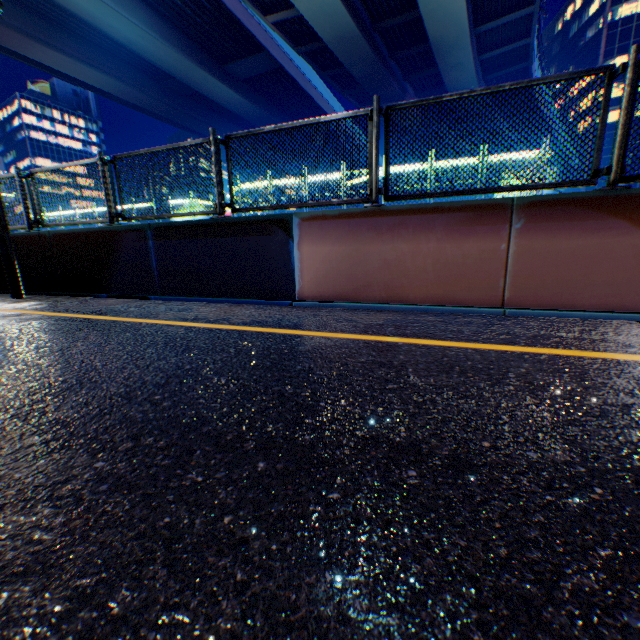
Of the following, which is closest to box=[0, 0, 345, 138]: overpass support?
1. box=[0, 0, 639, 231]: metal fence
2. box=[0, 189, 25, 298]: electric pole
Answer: box=[0, 0, 639, 231]: metal fence

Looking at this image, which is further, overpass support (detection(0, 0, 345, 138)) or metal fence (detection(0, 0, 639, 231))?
overpass support (detection(0, 0, 345, 138))

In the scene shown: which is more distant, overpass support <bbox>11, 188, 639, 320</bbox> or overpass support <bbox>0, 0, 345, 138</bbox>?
overpass support <bbox>0, 0, 345, 138</bbox>

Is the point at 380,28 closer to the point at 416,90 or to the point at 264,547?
the point at 416,90

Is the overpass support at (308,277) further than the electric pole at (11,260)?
No

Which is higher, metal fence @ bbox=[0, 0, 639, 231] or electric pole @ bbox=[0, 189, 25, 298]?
metal fence @ bbox=[0, 0, 639, 231]

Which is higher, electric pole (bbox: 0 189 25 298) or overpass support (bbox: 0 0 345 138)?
overpass support (bbox: 0 0 345 138)

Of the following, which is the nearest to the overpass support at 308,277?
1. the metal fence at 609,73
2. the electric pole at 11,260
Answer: the metal fence at 609,73
